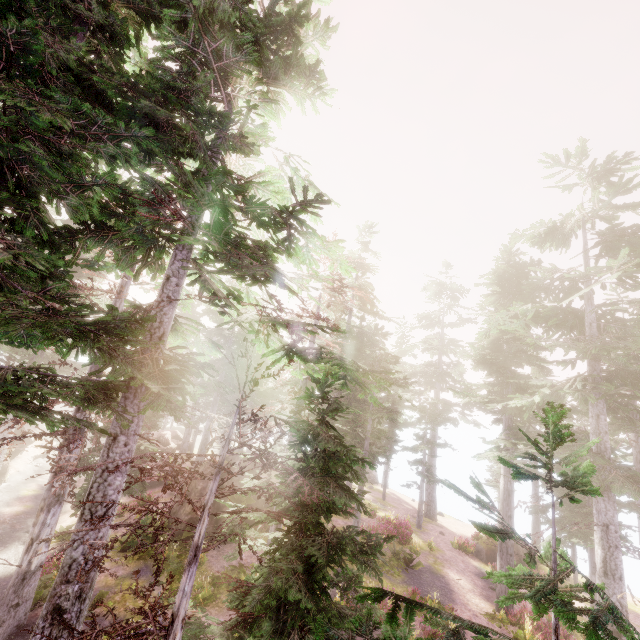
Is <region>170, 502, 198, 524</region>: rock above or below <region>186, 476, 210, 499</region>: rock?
below

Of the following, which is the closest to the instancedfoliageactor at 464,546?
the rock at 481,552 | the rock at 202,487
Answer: the rock at 202,487

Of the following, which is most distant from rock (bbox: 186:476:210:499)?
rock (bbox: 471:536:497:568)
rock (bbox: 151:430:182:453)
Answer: rock (bbox: 471:536:497:568)

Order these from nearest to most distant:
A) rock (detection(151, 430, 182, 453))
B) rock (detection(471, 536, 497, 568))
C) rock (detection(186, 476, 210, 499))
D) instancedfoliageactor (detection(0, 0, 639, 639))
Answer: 1. instancedfoliageactor (detection(0, 0, 639, 639))
2. rock (detection(186, 476, 210, 499))
3. rock (detection(471, 536, 497, 568))
4. rock (detection(151, 430, 182, 453))

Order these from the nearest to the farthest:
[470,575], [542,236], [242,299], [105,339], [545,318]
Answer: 1. [105,339]
2. [242,299]
3. [545,318]
4. [542,236]
5. [470,575]

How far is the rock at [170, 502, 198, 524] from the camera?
17.66m

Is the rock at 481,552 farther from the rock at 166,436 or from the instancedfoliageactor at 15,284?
the rock at 166,436
